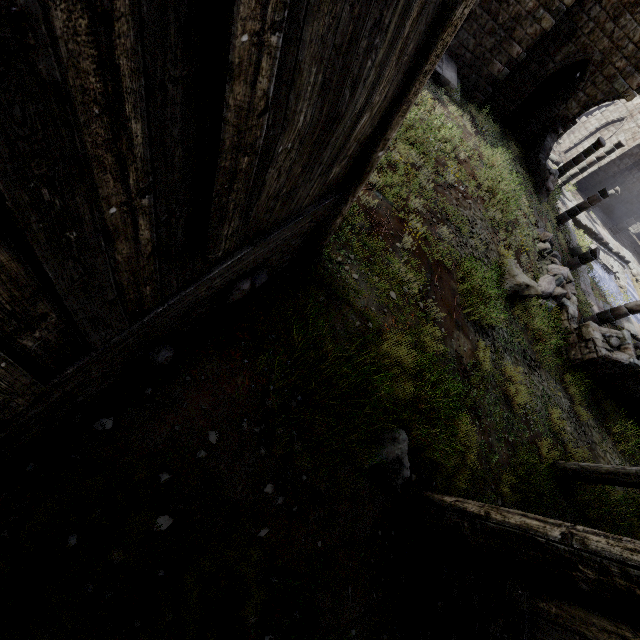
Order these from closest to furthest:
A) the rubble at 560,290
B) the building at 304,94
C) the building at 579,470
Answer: the building at 304,94
the building at 579,470
the rubble at 560,290

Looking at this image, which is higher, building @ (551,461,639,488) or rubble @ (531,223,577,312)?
building @ (551,461,639,488)

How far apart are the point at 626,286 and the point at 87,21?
31.31m

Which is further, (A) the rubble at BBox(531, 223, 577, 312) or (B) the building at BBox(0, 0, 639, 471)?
(A) the rubble at BBox(531, 223, 577, 312)

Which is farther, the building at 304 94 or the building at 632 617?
the building at 632 617

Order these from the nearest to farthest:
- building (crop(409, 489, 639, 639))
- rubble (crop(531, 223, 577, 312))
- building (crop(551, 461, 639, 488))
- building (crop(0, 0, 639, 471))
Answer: building (crop(0, 0, 639, 471)) → building (crop(409, 489, 639, 639)) → building (crop(551, 461, 639, 488)) → rubble (crop(531, 223, 577, 312))

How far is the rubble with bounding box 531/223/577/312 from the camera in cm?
1219
